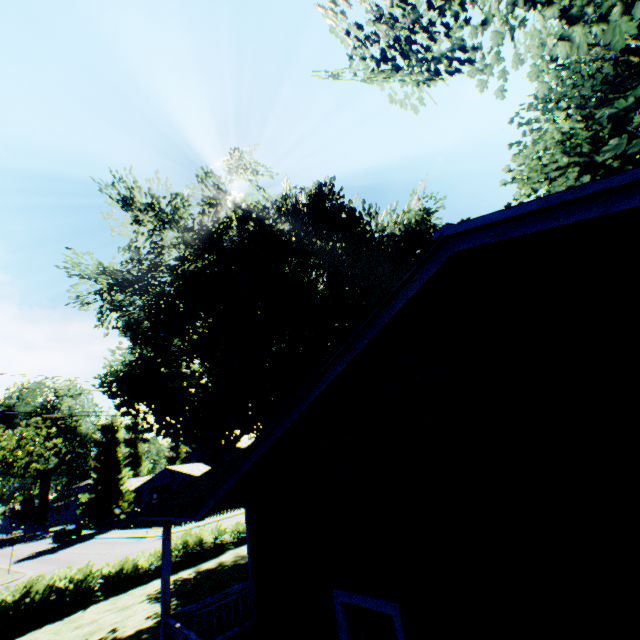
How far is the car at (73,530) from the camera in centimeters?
4071cm

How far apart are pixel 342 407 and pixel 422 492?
1.4m

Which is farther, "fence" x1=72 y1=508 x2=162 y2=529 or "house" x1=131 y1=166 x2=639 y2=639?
"fence" x1=72 y1=508 x2=162 y2=529

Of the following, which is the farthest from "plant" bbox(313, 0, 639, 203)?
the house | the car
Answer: the house

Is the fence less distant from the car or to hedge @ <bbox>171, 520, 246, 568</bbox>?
the car

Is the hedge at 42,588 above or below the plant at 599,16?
below

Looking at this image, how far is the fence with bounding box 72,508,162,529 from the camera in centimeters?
3738cm

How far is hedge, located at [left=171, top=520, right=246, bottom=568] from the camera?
17.8 meters
